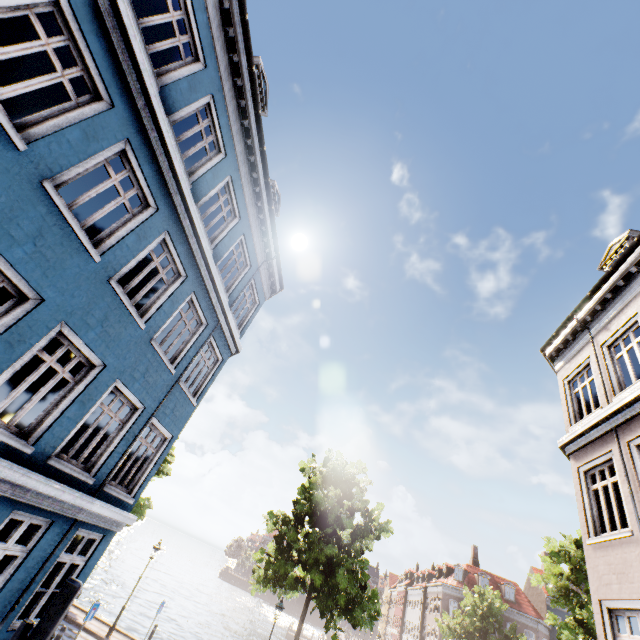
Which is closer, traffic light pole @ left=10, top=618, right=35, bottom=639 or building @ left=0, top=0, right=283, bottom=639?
traffic light pole @ left=10, top=618, right=35, bottom=639

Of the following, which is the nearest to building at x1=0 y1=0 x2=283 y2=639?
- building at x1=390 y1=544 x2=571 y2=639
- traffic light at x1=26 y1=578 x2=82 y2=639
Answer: traffic light at x1=26 y1=578 x2=82 y2=639

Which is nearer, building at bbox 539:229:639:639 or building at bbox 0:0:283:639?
building at bbox 0:0:283:639

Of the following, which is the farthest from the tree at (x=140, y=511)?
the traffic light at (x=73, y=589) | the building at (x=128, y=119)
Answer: the traffic light at (x=73, y=589)

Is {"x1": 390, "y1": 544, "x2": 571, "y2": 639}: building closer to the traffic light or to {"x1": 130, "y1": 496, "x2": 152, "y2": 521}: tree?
{"x1": 130, "y1": 496, "x2": 152, "y2": 521}: tree

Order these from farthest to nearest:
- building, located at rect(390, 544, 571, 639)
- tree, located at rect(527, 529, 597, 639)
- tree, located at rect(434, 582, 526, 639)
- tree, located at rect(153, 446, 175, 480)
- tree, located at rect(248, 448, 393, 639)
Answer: building, located at rect(390, 544, 571, 639), tree, located at rect(434, 582, 526, 639), tree, located at rect(153, 446, 175, 480), tree, located at rect(248, 448, 393, 639), tree, located at rect(527, 529, 597, 639)

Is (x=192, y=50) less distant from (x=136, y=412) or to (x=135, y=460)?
(x=136, y=412)

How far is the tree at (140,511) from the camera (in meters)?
18.56
